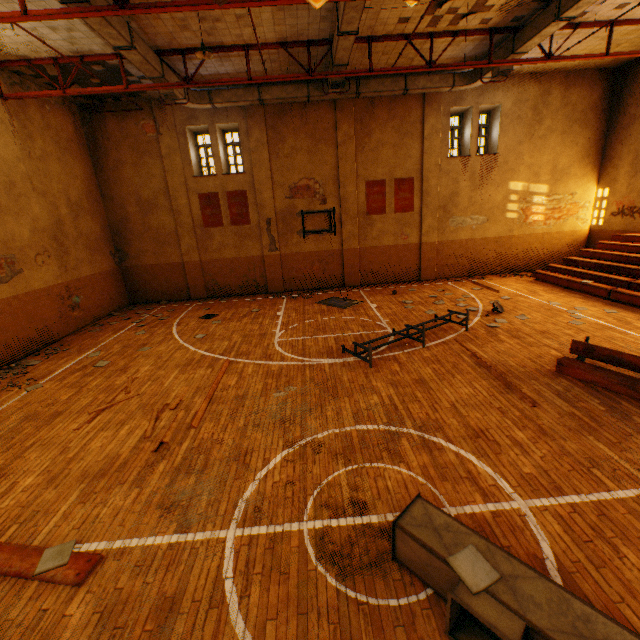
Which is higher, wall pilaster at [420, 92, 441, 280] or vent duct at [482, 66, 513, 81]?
vent duct at [482, 66, 513, 81]

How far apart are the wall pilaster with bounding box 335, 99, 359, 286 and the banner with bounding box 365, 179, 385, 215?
0.4m

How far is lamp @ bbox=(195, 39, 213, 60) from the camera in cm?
839

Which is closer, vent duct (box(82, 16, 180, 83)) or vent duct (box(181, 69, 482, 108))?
vent duct (box(82, 16, 180, 83))

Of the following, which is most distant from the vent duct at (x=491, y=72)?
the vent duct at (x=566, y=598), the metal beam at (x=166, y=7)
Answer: the vent duct at (x=566, y=598)

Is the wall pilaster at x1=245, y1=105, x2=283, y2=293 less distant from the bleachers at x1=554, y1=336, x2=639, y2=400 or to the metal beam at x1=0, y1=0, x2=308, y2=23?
the metal beam at x1=0, y1=0, x2=308, y2=23

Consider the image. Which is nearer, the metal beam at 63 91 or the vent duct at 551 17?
the vent duct at 551 17

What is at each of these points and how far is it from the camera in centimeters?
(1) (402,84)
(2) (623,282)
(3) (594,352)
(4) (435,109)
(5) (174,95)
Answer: (1) vent duct, 1314cm
(2) bleachers, 1160cm
(3) bleachers, 680cm
(4) wall pilaster, 1448cm
(5) vent duct, 1162cm
